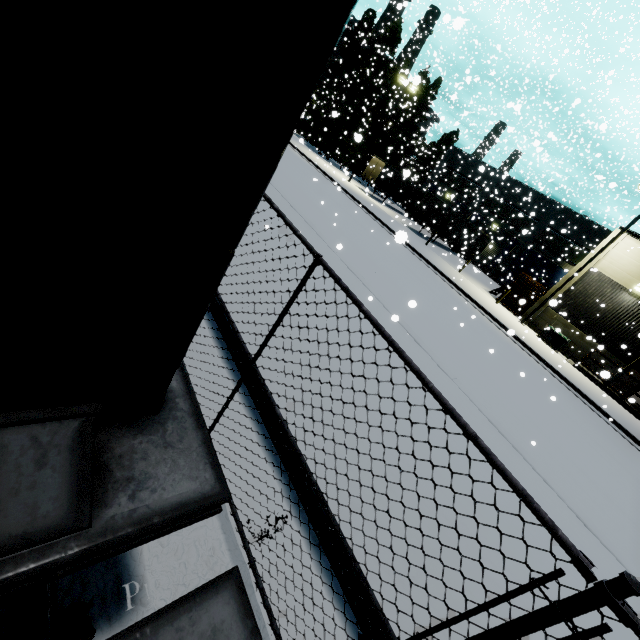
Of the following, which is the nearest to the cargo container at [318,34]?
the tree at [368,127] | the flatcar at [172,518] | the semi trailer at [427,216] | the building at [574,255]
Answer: the flatcar at [172,518]

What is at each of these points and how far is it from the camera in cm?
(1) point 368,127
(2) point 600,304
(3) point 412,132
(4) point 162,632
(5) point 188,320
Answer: (1) tree, 3819
(2) building, 2081
(3) tree, 3953
(4) flatcar, 89
(5) cargo container, 111

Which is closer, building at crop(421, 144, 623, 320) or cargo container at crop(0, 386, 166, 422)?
cargo container at crop(0, 386, 166, 422)

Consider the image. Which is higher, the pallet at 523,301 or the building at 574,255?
the building at 574,255

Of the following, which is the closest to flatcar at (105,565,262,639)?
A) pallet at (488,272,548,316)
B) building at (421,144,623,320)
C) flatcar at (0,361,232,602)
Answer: flatcar at (0,361,232,602)

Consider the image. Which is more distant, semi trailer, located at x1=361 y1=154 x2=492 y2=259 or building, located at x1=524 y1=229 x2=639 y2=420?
semi trailer, located at x1=361 y1=154 x2=492 y2=259

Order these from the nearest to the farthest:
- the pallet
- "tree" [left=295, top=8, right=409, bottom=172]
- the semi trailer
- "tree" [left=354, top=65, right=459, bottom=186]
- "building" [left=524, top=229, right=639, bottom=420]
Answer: "building" [left=524, top=229, right=639, bottom=420] < the pallet < the semi trailer < "tree" [left=295, top=8, right=409, bottom=172] < "tree" [left=354, top=65, right=459, bottom=186]

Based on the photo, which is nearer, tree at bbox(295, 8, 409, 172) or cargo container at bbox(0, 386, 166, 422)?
cargo container at bbox(0, 386, 166, 422)
